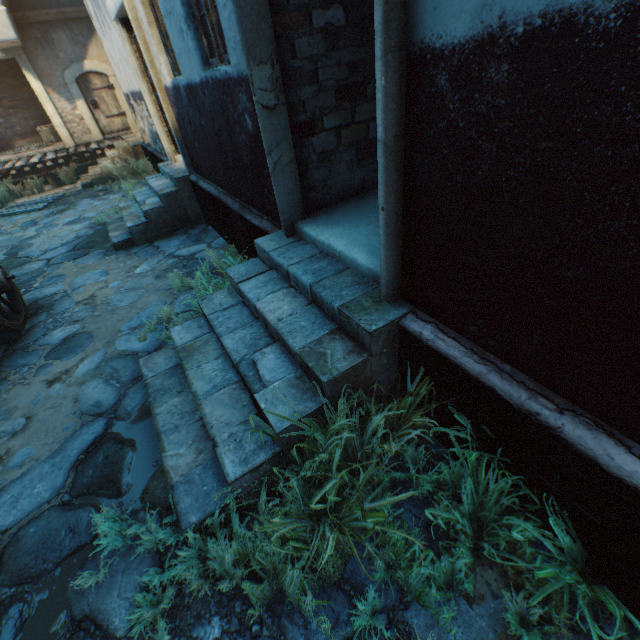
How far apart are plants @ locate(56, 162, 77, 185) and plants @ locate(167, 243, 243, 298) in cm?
1093

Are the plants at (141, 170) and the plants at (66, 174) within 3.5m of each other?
yes

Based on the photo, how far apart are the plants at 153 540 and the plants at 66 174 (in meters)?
13.75

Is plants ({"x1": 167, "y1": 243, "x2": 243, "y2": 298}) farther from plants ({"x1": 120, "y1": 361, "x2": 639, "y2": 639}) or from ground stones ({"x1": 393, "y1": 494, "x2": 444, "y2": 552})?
plants ({"x1": 120, "y1": 361, "x2": 639, "y2": 639})

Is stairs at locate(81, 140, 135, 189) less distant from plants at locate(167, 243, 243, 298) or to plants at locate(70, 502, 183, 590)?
plants at locate(167, 243, 243, 298)

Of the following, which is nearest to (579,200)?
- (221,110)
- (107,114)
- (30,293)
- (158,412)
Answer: (158,412)

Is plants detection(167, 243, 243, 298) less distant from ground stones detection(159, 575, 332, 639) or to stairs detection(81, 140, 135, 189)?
ground stones detection(159, 575, 332, 639)

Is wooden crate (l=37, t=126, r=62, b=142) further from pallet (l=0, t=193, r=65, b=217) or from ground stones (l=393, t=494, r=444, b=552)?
pallet (l=0, t=193, r=65, b=217)
